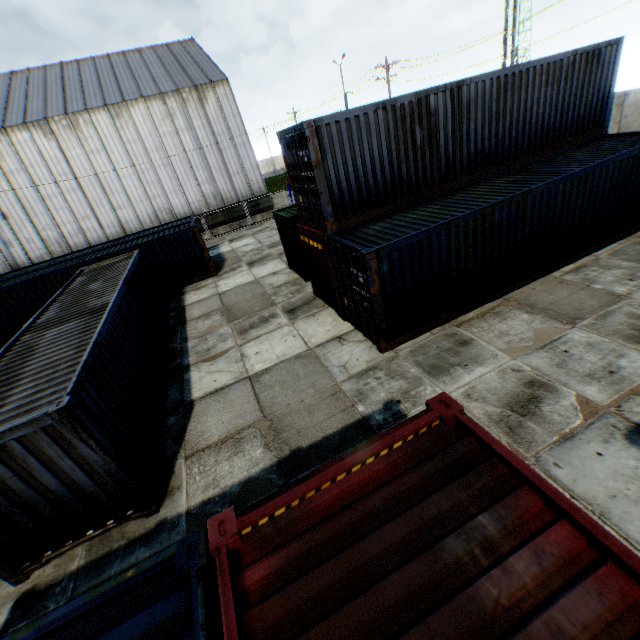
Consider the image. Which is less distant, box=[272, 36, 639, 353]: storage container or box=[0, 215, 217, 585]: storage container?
box=[0, 215, 217, 585]: storage container

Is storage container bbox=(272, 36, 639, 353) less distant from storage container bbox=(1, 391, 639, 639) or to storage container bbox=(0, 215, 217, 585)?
storage container bbox=(1, 391, 639, 639)

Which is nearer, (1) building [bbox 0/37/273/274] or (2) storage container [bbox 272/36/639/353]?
(2) storage container [bbox 272/36/639/353]

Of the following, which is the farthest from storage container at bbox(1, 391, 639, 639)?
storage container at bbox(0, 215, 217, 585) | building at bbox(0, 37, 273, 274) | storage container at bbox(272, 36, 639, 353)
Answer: building at bbox(0, 37, 273, 274)

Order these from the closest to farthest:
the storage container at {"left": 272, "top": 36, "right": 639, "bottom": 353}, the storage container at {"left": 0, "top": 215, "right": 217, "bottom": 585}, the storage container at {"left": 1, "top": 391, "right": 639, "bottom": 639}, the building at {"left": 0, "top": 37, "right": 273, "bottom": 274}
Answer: the storage container at {"left": 1, "top": 391, "right": 639, "bottom": 639}
the storage container at {"left": 0, "top": 215, "right": 217, "bottom": 585}
the storage container at {"left": 272, "top": 36, "right": 639, "bottom": 353}
the building at {"left": 0, "top": 37, "right": 273, "bottom": 274}

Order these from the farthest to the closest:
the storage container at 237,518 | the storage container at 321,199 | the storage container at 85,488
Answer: the storage container at 321,199, the storage container at 85,488, the storage container at 237,518

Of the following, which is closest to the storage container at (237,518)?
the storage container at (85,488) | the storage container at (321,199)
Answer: the storage container at (85,488)

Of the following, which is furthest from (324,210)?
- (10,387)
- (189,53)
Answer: (189,53)
